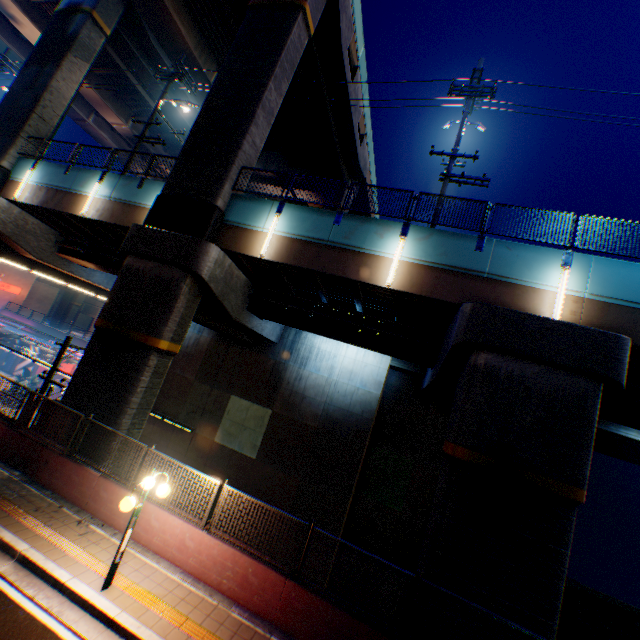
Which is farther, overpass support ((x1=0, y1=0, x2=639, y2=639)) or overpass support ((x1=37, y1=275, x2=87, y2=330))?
overpass support ((x1=37, y1=275, x2=87, y2=330))

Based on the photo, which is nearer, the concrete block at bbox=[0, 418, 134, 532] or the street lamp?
the street lamp

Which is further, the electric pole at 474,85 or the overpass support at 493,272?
the electric pole at 474,85

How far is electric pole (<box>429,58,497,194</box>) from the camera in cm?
1225

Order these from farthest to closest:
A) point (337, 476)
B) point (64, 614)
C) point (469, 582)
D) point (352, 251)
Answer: point (337, 476) < point (352, 251) < point (469, 582) < point (64, 614)

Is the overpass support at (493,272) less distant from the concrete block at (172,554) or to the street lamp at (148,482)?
the concrete block at (172,554)

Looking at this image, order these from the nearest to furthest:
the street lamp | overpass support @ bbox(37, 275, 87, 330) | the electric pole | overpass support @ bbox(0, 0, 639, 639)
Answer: the street lamp → overpass support @ bbox(0, 0, 639, 639) → the electric pole → overpass support @ bbox(37, 275, 87, 330)

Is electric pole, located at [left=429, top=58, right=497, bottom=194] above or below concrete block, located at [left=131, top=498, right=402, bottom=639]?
above
